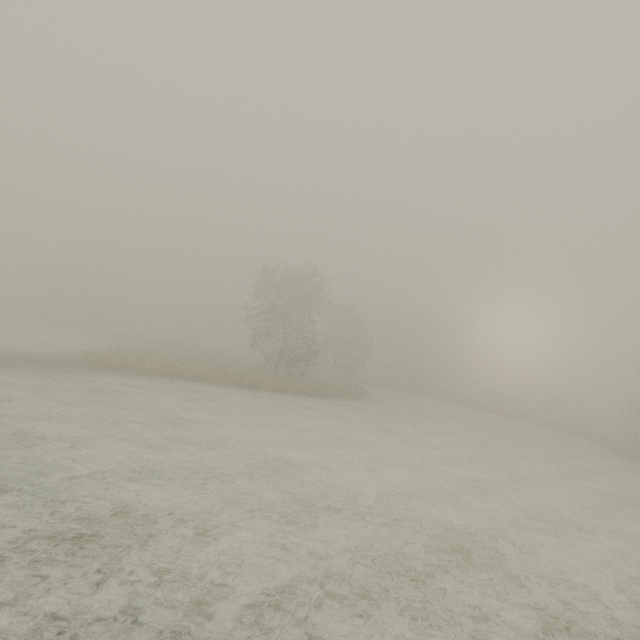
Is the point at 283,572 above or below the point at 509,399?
below
